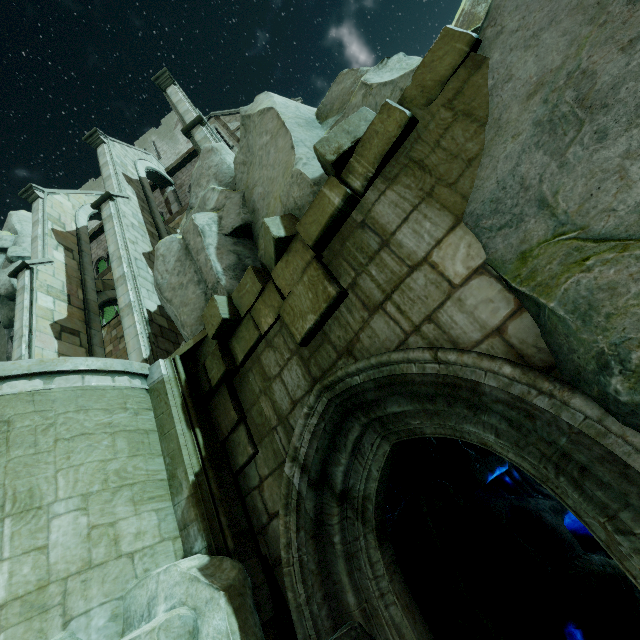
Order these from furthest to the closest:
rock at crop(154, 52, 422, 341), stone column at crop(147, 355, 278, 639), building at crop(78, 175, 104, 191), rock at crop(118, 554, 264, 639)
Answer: building at crop(78, 175, 104, 191), rock at crop(154, 52, 422, 341), stone column at crop(147, 355, 278, 639), rock at crop(118, 554, 264, 639)

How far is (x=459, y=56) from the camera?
3.3 meters

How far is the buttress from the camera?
11.1m

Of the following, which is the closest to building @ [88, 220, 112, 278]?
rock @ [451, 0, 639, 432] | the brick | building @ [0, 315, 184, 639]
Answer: rock @ [451, 0, 639, 432]

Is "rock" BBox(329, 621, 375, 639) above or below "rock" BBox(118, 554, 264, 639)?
below

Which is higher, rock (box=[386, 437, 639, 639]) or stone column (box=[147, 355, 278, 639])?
stone column (box=[147, 355, 278, 639])

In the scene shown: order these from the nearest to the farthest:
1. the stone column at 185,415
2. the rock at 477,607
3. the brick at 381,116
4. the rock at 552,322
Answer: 1. the rock at 552,322
2. the brick at 381,116
3. the stone column at 185,415
4. the rock at 477,607

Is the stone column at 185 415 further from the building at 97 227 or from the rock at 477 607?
the building at 97 227
